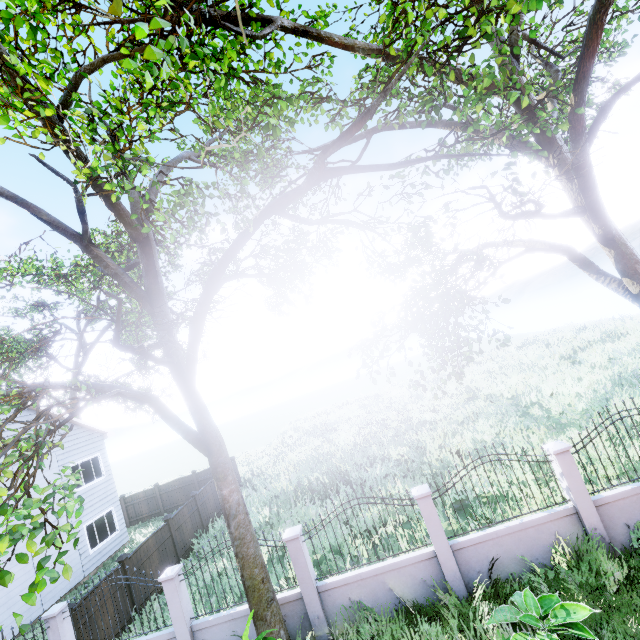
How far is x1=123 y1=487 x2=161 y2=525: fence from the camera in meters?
20.9 m

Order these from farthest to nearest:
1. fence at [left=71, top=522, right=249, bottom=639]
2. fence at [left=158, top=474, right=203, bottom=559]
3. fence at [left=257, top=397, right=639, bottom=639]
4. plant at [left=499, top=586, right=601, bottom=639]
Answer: fence at [left=158, top=474, right=203, bottom=559], fence at [left=71, top=522, right=249, bottom=639], fence at [left=257, top=397, right=639, bottom=639], plant at [left=499, top=586, right=601, bottom=639]

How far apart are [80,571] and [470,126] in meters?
22.4

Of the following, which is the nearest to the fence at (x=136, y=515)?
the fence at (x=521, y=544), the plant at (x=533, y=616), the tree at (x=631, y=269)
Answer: the tree at (x=631, y=269)

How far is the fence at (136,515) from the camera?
20.94m

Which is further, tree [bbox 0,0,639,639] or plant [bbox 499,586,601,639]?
plant [bbox 499,586,601,639]

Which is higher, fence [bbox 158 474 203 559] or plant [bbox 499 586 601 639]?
fence [bbox 158 474 203 559]

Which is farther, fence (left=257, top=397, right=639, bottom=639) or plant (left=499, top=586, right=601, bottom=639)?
fence (left=257, top=397, right=639, bottom=639)
